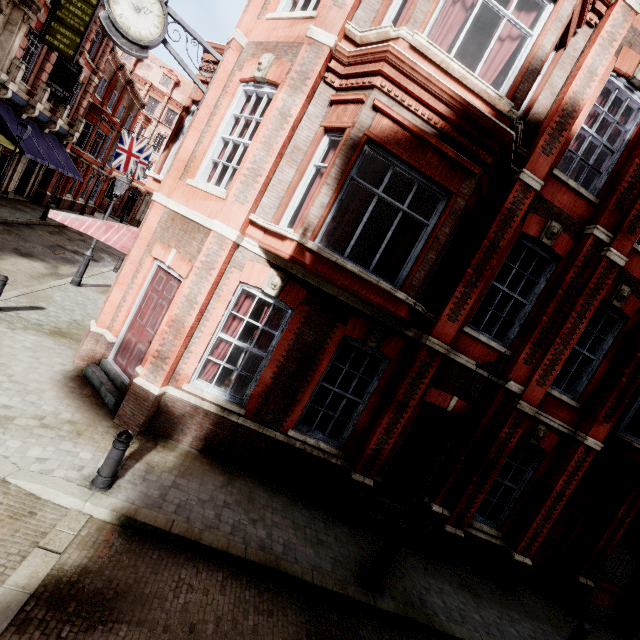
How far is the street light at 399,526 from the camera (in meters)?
5.54

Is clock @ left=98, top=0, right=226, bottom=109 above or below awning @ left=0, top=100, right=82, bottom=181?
above

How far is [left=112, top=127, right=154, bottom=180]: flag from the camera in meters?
25.5 m

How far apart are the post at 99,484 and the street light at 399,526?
4.7 meters

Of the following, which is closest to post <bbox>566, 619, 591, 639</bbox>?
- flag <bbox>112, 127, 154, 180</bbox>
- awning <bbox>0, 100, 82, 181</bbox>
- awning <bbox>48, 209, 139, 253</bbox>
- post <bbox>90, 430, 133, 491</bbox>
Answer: post <bbox>90, 430, 133, 491</bbox>

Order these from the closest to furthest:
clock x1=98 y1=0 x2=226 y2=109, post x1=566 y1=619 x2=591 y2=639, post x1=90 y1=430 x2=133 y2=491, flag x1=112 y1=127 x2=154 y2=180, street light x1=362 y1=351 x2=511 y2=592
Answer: post x1=90 y1=430 x2=133 y2=491 → street light x1=362 y1=351 x2=511 y2=592 → clock x1=98 y1=0 x2=226 y2=109 → post x1=566 y1=619 x2=591 y2=639 → flag x1=112 y1=127 x2=154 y2=180

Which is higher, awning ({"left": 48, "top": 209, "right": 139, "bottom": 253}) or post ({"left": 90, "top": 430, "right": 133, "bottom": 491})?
awning ({"left": 48, "top": 209, "right": 139, "bottom": 253})

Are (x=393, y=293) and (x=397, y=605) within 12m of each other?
yes
